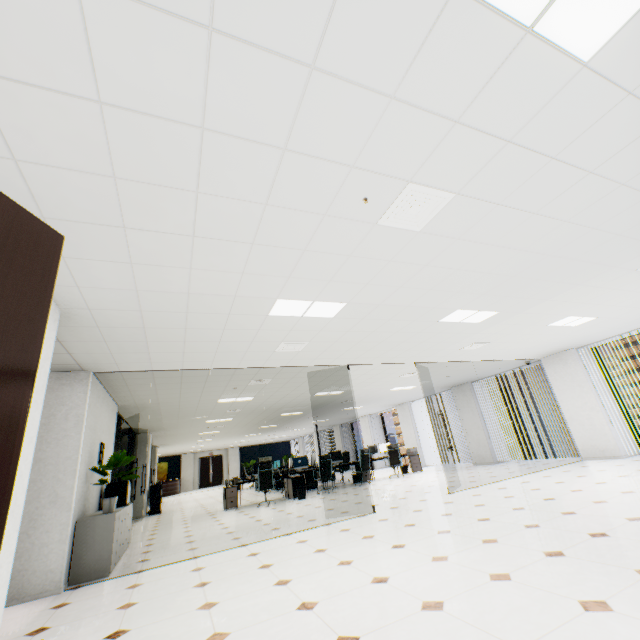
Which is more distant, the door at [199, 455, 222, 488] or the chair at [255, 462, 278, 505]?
the door at [199, 455, 222, 488]

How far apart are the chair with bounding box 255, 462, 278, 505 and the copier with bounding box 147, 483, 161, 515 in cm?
502

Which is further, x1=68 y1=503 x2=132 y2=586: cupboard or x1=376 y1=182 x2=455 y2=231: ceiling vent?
x1=68 y1=503 x2=132 y2=586: cupboard

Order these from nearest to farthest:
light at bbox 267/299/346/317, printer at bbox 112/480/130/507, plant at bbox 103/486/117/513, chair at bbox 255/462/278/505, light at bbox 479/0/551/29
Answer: light at bbox 479/0/551/29
light at bbox 267/299/346/317
plant at bbox 103/486/117/513
printer at bbox 112/480/130/507
chair at bbox 255/462/278/505

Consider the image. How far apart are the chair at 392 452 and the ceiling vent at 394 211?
10.95m

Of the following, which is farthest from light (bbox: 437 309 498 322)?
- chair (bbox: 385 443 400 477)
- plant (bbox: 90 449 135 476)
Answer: chair (bbox: 385 443 400 477)

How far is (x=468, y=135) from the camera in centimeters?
217cm

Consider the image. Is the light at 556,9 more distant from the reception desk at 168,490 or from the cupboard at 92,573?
the reception desk at 168,490
